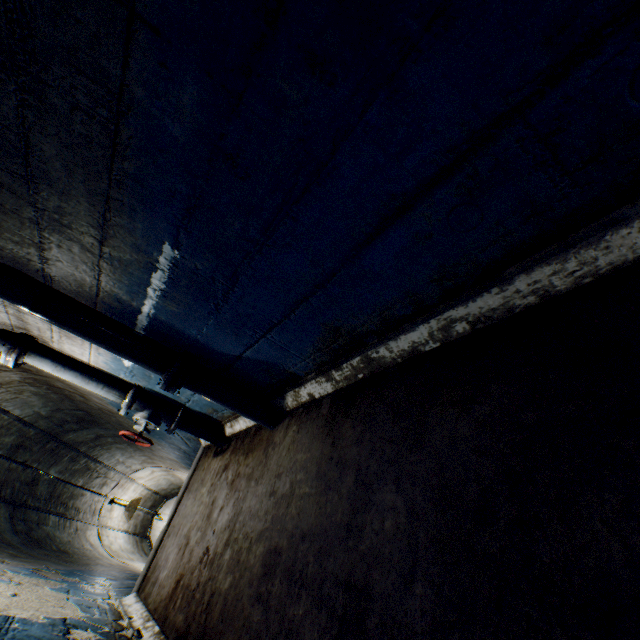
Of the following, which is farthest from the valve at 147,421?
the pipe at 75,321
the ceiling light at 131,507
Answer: the ceiling light at 131,507

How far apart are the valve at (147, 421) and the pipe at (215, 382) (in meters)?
1.08

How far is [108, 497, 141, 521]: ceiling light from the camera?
6.23m

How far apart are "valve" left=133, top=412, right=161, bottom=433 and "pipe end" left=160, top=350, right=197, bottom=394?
0.97m

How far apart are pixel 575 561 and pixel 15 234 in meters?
2.8

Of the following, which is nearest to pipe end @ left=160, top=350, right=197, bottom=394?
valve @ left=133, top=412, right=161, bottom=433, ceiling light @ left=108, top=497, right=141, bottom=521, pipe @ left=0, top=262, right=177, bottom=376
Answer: pipe @ left=0, top=262, right=177, bottom=376

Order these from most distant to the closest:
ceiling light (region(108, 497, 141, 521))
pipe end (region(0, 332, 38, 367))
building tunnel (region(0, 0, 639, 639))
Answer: ceiling light (region(108, 497, 141, 521)) → pipe end (region(0, 332, 38, 367)) → building tunnel (region(0, 0, 639, 639))

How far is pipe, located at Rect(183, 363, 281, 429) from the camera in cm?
245
